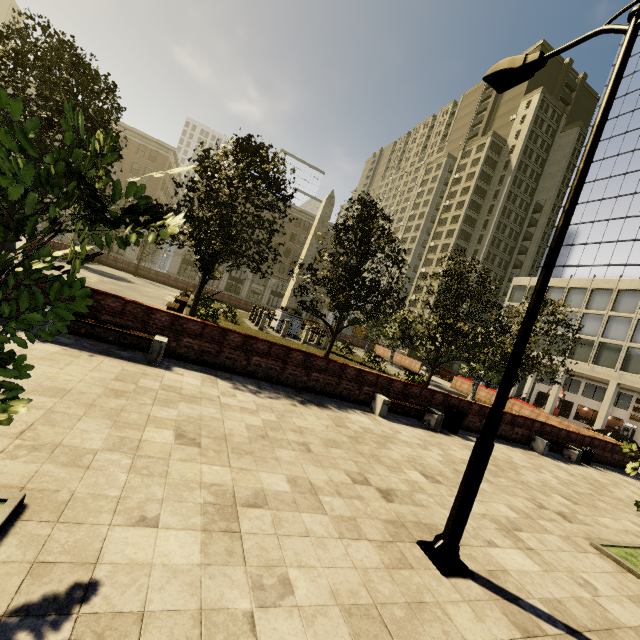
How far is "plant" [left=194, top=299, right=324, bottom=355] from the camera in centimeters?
1470cm

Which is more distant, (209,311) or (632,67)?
(632,67)

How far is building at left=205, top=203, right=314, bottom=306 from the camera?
56.80m

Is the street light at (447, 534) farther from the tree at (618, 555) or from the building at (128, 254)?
the building at (128, 254)

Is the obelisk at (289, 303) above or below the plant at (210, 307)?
above

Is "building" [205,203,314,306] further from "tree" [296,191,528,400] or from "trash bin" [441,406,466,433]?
"trash bin" [441,406,466,433]

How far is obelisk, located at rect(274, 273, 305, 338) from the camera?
24.8m

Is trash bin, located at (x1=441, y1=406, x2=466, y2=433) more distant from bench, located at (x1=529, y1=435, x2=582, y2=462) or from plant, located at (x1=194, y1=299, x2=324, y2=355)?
plant, located at (x1=194, y1=299, x2=324, y2=355)
